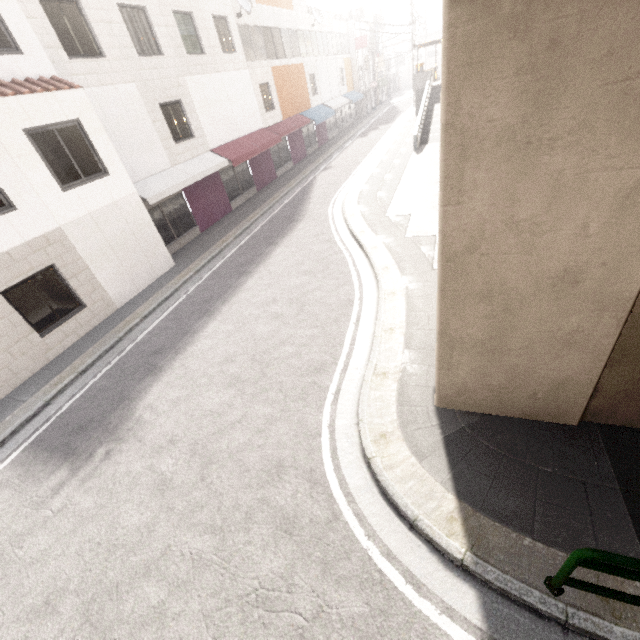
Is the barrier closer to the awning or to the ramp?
the awning

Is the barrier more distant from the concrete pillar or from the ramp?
the ramp

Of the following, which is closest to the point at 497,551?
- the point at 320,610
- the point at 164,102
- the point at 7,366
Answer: the point at 320,610

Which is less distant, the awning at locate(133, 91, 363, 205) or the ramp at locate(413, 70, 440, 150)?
the awning at locate(133, 91, 363, 205)

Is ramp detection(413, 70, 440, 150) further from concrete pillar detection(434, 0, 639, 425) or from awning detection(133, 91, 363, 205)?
awning detection(133, 91, 363, 205)

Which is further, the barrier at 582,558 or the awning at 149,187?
the awning at 149,187

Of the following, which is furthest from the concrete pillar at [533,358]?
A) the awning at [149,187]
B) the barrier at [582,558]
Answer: the awning at [149,187]

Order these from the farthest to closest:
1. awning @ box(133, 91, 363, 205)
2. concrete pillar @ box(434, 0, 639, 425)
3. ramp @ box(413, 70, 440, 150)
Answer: ramp @ box(413, 70, 440, 150) → awning @ box(133, 91, 363, 205) → concrete pillar @ box(434, 0, 639, 425)
